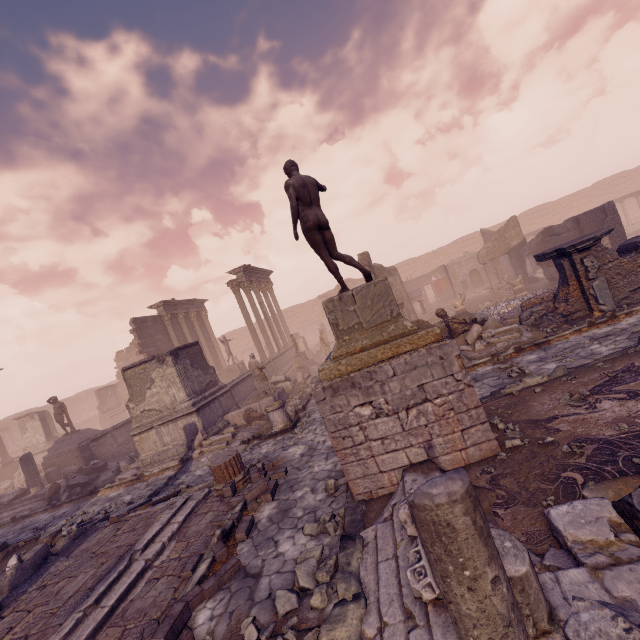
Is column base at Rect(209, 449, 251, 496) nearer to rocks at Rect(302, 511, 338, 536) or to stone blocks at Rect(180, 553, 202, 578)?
stone blocks at Rect(180, 553, 202, 578)

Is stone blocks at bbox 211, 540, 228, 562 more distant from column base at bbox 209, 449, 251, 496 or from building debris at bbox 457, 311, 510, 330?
building debris at bbox 457, 311, 510, 330

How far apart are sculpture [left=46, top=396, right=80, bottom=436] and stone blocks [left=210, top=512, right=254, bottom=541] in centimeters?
1599cm

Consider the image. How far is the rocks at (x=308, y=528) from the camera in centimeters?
480cm

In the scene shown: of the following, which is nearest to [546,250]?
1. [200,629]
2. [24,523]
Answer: [200,629]

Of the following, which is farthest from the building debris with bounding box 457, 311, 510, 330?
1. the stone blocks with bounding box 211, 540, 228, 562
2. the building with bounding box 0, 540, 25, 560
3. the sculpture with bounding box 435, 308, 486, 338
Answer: the building with bounding box 0, 540, 25, 560

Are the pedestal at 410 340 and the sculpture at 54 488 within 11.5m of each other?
no

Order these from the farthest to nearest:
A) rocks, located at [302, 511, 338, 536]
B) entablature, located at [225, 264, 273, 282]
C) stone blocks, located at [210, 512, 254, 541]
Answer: entablature, located at [225, 264, 273, 282] → stone blocks, located at [210, 512, 254, 541] → rocks, located at [302, 511, 338, 536]
